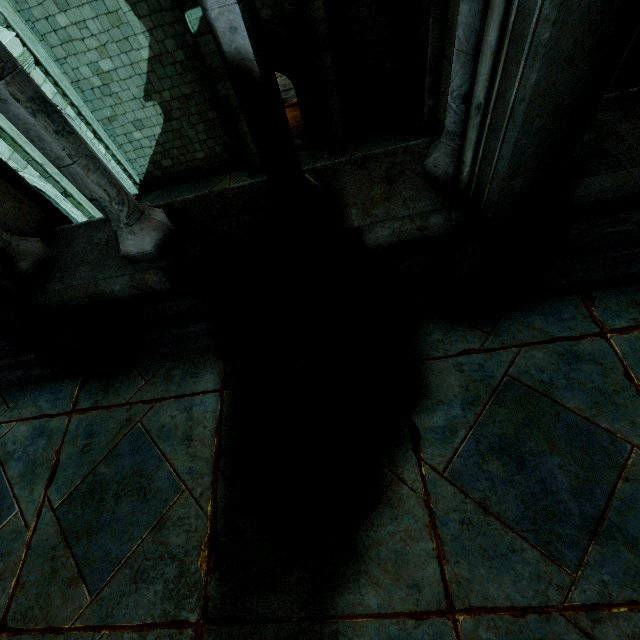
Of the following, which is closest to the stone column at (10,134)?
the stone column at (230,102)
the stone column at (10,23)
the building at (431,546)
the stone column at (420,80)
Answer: the stone column at (10,23)

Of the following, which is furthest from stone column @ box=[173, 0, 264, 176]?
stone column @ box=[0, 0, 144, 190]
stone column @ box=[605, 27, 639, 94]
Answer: stone column @ box=[605, 27, 639, 94]

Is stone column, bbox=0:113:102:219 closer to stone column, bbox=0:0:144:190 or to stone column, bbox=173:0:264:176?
stone column, bbox=0:0:144:190

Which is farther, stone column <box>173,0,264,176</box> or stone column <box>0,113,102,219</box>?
stone column <box>173,0,264,176</box>

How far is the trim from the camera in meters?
9.1

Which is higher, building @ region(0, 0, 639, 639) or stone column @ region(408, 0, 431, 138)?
building @ region(0, 0, 639, 639)

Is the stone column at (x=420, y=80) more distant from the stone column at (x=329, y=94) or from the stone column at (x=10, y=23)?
the stone column at (x=10, y=23)

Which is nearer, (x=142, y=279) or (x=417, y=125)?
(x=142, y=279)
